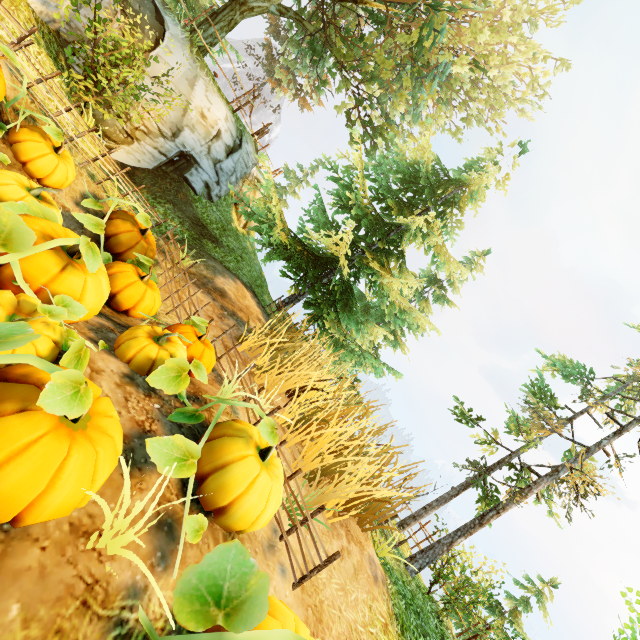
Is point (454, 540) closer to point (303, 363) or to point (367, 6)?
point (303, 363)

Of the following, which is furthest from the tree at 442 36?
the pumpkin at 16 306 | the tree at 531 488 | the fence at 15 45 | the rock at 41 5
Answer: the tree at 531 488

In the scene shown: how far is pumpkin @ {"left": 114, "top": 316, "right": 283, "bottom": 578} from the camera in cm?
292

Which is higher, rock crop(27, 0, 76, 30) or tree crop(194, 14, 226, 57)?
tree crop(194, 14, 226, 57)

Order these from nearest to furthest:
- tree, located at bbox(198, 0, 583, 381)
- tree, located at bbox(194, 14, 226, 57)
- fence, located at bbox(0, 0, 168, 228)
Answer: fence, located at bbox(0, 0, 168, 228) → tree, located at bbox(198, 0, 583, 381) → tree, located at bbox(194, 14, 226, 57)

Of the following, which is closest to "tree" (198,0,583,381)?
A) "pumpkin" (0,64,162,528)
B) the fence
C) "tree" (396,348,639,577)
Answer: the fence

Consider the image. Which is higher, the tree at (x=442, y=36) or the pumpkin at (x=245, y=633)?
the tree at (x=442, y=36)

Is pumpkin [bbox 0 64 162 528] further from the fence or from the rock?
the rock
